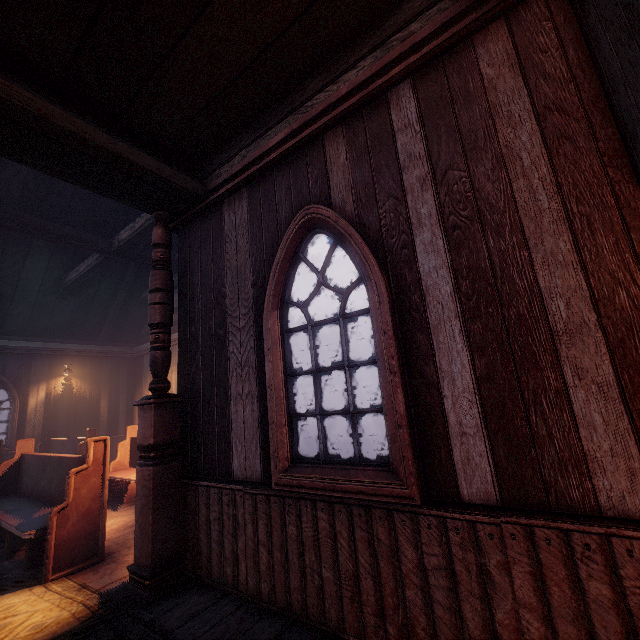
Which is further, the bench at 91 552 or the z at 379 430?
the z at 379 430

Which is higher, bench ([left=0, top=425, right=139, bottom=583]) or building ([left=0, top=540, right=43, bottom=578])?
bench ([left=0, top=425, right=139, bottom=583])

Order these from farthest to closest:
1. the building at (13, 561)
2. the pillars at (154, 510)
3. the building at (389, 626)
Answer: the building at (13, 561) < the pillars at (154, 510) < the building at (389, 626)

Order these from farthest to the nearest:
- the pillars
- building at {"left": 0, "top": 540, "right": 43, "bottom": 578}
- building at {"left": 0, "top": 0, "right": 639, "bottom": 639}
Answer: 1. building at {"left": 0, "top": 540, "right": 43, "bottom": 578}
2. the pillars
3. building at {"left": 0, "top": 0, "right": 639, "bottom": 639}

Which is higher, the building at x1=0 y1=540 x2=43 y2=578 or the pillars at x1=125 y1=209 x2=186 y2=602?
the pillars at x1=125 y1=209 x2=186 y2=602

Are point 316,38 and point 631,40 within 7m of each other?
yes

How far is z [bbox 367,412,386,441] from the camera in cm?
1501

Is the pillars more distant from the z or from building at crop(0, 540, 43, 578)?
the z
